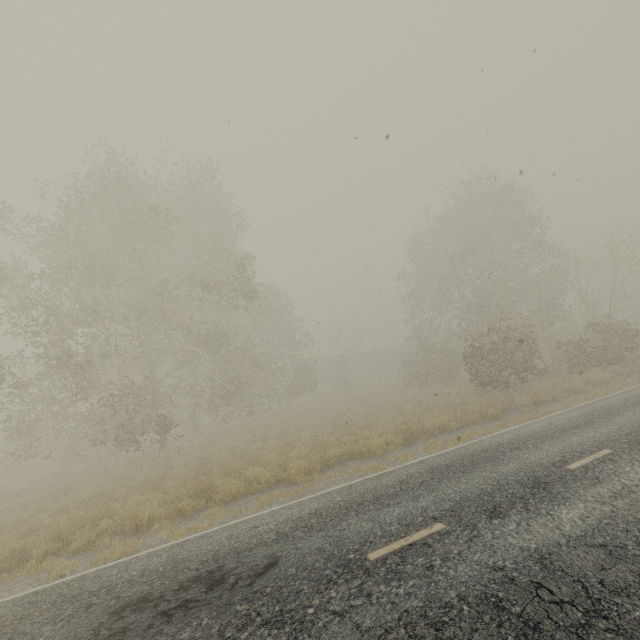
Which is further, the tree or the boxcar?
the boxcar

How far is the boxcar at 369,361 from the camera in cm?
5091

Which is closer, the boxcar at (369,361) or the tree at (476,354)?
the tree at (476,354)

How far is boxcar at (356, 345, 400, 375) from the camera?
50.9 meters

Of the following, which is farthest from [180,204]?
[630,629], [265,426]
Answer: [630,629]
